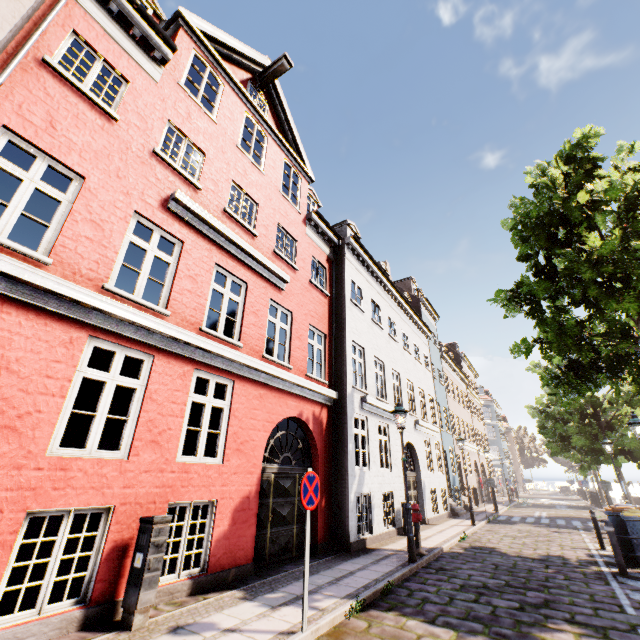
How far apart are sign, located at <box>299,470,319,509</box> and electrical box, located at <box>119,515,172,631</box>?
2.0m

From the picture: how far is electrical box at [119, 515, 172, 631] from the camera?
4.31m

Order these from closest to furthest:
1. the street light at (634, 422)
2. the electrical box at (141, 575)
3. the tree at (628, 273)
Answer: the electrical box at (141, 575) < the tree at (628, 273) < the street light at (634, 422)

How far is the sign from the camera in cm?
480

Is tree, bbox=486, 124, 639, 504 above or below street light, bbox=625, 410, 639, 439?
above

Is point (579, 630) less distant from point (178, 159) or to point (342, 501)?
point (342, 501)

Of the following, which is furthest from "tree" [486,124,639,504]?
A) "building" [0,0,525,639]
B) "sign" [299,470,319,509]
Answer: "sign" [299,470,319,509]

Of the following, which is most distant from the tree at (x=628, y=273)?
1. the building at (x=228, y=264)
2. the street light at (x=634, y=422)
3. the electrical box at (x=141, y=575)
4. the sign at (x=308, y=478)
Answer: the electrical box at (x=141, y=575)
